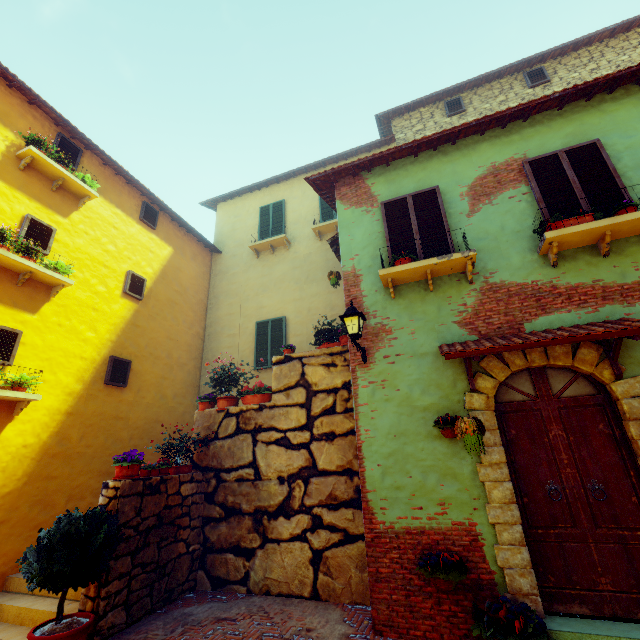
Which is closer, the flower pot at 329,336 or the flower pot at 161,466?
the flower pot at 161,466

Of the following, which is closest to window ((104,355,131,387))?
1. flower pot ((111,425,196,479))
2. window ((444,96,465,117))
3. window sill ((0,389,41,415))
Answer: window sill ((0,389,41,415))

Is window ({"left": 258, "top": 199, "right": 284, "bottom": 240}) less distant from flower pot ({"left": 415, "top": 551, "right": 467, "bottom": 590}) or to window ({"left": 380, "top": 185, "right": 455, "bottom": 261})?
window ({"left": 380, "top": 185, "right": 455, "bottom": 261})

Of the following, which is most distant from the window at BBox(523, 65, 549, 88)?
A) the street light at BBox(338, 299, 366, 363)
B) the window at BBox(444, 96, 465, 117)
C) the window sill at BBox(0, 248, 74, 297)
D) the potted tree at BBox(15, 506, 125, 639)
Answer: the potted tree at BBox(15, 506, 125, 639)

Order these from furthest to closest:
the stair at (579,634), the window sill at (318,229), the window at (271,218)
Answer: the window at (271,218) → the window sill at (318,229) → the stair at (579,634)

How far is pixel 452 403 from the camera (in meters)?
4.77

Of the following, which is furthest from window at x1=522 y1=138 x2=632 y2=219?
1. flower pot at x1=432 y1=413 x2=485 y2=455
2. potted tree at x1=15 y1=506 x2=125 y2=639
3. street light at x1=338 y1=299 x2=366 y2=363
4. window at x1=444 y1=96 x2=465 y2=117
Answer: window at x1=444 y1=96 x2=465 y2=117

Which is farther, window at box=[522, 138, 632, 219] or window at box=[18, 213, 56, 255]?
window at box=[18, 213, 56, 255]
